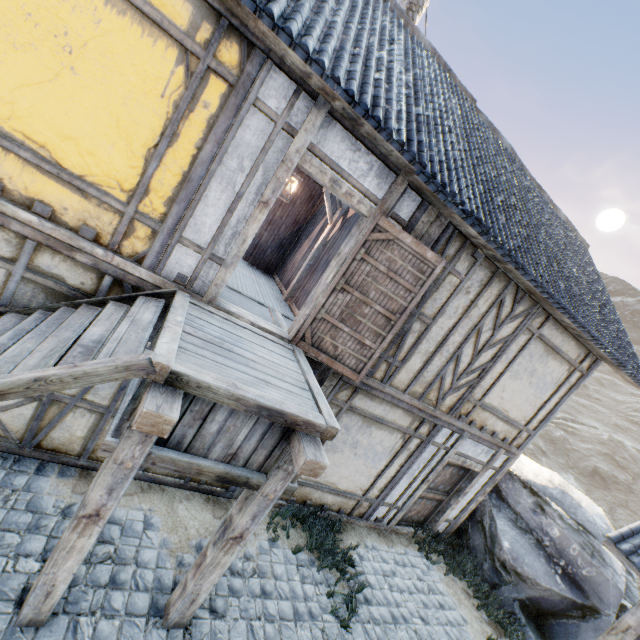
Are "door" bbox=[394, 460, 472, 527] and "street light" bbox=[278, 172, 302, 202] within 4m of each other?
no

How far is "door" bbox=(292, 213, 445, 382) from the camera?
4.4m

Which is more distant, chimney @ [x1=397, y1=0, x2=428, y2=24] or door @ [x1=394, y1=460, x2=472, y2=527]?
chimney @ [x1=397, y1=0, x2=428, y2=24]

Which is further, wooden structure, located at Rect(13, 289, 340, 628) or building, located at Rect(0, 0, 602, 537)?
building, located at Rect(0, 0, 602, 537)

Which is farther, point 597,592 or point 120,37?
point 597,592

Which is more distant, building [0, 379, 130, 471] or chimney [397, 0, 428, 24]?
chimney [397, 0, 428, 24]

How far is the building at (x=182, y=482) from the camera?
4.9 meters

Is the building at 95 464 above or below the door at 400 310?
below
